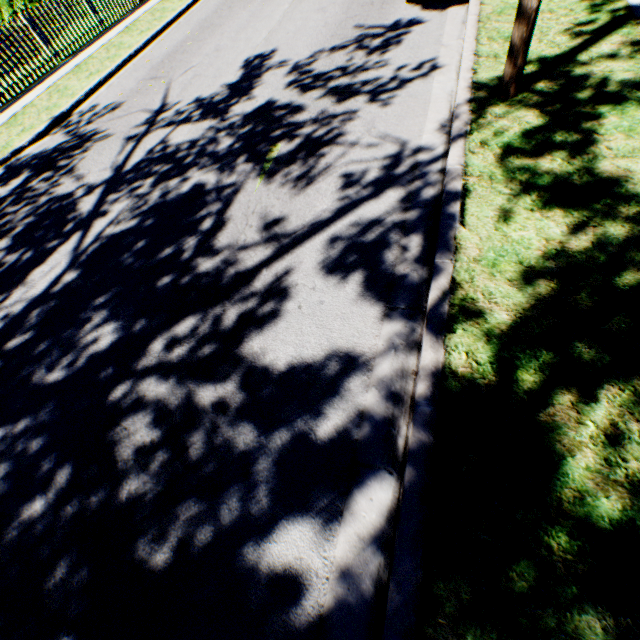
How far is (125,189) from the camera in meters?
5.1
